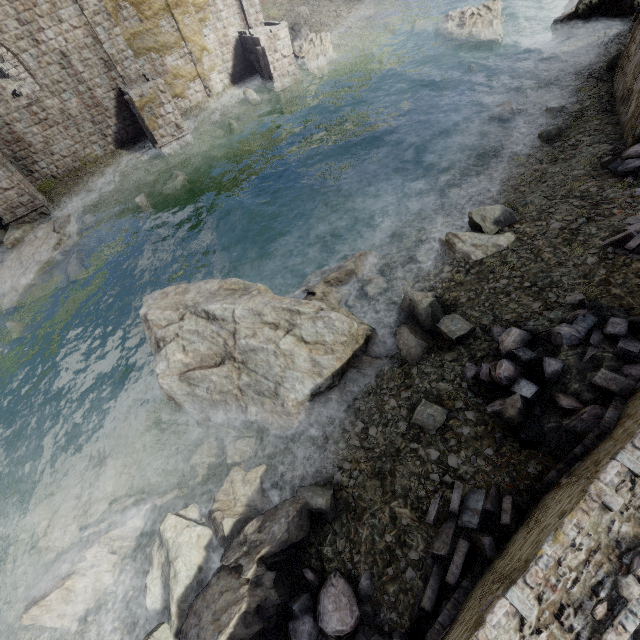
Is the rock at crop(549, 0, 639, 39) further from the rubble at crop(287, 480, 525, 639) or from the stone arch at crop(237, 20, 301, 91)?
the stone arch at crop(237, 20, 301, 91)

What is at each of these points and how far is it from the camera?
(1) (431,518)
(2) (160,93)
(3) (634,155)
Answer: (1) rubble, 6.15m
(2) stone arch, 19.38m
(3) rubble, 9.41m

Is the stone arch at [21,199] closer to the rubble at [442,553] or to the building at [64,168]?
the building at [64,168]

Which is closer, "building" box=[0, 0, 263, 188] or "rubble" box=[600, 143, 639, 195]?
"rubble" box=[600, 143, 639, 195]

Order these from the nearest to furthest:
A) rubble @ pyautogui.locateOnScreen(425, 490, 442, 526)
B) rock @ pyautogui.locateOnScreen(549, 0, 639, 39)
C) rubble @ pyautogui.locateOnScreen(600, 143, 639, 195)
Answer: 1. rubble @ pyautogui.locateOnScreen(425, 490, 442, 526)
2. rubble @ pyautogui.locateOnScreen(600, 143, 639, 195)
3. rock @ pyautogui.locateOnScreen(549, 0, 639, 39)

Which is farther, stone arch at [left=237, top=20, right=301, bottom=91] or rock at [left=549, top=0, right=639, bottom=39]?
stone arch at [left=237, top=20, right=301, bottom=91]

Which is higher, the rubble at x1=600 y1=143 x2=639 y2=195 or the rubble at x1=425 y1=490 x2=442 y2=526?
the rubble at x1=600 y1=143 x2=639 y2=195

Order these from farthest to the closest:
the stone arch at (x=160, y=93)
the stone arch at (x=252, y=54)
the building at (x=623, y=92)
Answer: the stone arch at (x=252, y=54), the stone arch at (x=160, y=93), the building at (x=623, y=92)
